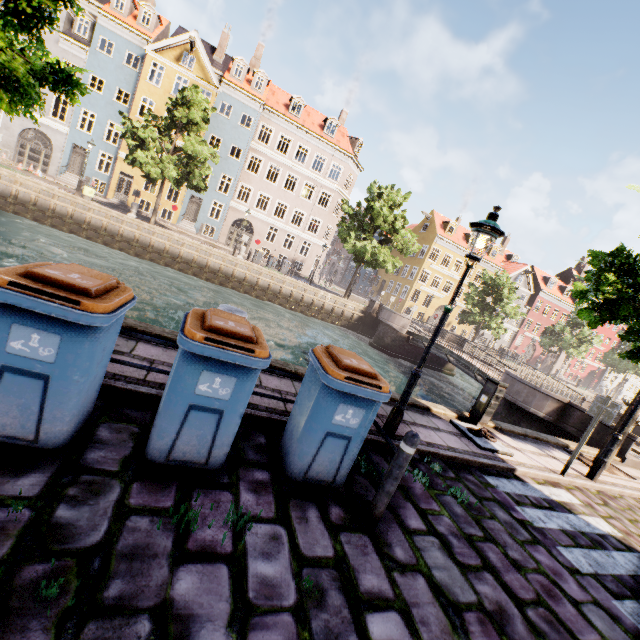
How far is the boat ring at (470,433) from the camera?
6.67m

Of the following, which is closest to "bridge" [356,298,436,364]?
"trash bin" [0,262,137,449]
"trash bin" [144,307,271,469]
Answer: "trash bin" [144,307,271,469]

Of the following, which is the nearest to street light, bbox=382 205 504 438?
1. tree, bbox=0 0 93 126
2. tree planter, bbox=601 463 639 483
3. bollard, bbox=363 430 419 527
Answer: tree, bbox=0 0 93 126

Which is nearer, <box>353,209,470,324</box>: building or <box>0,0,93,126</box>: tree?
<box>0,0,93,126</box>: tree

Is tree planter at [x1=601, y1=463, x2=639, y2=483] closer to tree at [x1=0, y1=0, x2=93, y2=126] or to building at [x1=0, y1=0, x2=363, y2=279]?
tree at [x1=0, y1=0, x2=93, y2=126]

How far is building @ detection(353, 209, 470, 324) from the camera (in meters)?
40.94

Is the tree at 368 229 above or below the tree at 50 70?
above

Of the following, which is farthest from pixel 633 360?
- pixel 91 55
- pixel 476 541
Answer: pixel 91 55
